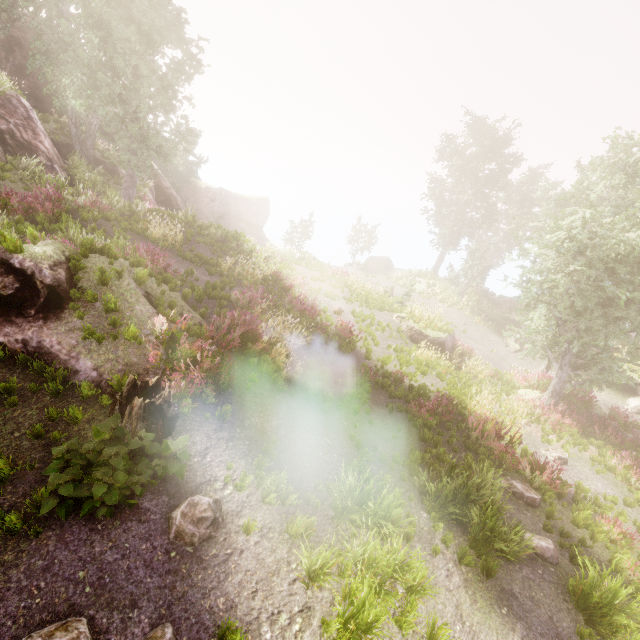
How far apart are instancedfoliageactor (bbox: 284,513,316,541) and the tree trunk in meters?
2.5 m

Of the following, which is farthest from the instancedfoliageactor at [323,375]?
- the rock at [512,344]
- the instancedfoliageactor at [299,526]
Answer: the rock at [512,344]

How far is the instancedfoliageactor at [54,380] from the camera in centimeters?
557cm

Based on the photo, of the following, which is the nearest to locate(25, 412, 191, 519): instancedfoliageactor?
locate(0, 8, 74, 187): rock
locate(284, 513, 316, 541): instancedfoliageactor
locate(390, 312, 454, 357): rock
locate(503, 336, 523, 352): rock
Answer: locate(0, 8, 74, 187): rock

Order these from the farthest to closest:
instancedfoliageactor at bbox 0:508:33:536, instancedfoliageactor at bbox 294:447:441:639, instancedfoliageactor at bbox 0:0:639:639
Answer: instancedfoliageactor at bbox 0:0:639:639, instancedfoliageactor at bbox 294:447:441:639, instancedfoliageactor at bbox 0:508:33:536

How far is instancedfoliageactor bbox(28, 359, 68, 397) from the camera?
5.6m

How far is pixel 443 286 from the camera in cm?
2862

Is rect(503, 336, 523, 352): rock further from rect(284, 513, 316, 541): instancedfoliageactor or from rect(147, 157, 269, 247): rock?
rect(284, 513, 316, 541): instancedfoliageactor
